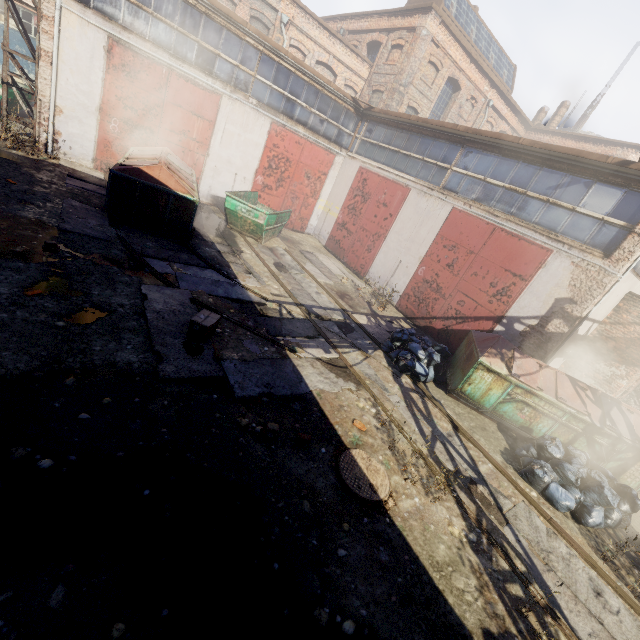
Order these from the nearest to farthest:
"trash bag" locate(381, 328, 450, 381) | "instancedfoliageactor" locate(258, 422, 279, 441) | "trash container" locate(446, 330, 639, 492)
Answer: "instancedfoliageactor" locate(258, 422, 279, 441) → "trash container" locate(446, 330, 639, 492) → "trash bag" locate(381, 328, 450, 381)

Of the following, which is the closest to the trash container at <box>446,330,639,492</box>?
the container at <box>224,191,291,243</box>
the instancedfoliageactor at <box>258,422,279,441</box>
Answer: the instancedfoliageactor at <box>258,422,279,441</box>

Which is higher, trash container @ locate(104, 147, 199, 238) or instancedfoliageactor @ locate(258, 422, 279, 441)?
trash container @ locate(104, 147, 199, 238)

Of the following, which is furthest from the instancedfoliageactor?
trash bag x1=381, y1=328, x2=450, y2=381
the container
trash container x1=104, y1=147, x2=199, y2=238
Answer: the container

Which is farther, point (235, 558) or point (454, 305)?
point (454, 305)

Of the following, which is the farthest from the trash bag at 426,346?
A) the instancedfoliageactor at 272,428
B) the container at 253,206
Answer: the container at 253,206

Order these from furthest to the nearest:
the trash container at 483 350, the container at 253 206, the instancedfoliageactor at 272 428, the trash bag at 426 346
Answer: the container at 253 206, the trash bag at 426 346, the trash container at 483 350, the instancedfoliageactor at 272 428

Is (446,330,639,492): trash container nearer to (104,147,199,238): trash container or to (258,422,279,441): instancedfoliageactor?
(258,422,279,441): instancedfoliageactor
